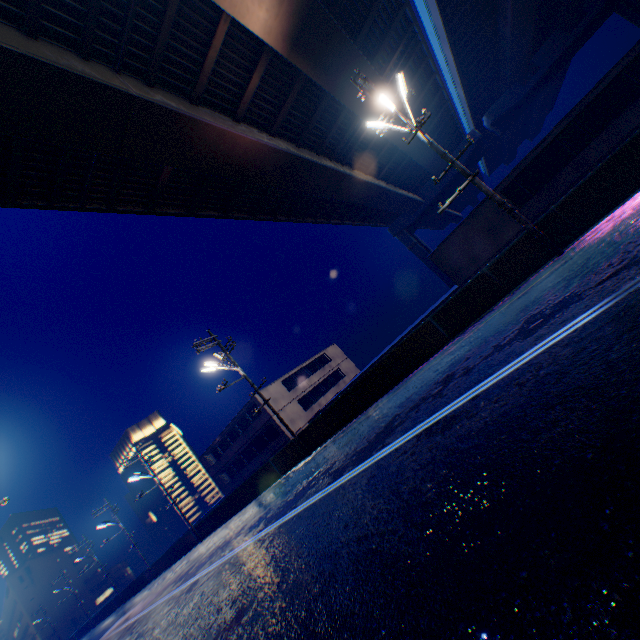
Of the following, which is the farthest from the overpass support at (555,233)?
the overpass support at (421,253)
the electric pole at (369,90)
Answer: the overpass support at (421,253)

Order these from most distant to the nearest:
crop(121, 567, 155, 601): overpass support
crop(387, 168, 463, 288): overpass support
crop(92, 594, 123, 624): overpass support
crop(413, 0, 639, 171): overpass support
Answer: crop(387, 168, 463, 288): overpass support
crop(92, 594, 123, 624): overpass support
crop(121, 567, 155, 601): overpass support
crop(413, 0, 639, 171): overpass support

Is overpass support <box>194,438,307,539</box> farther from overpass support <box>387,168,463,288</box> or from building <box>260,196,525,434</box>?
building <box>260,196,525,434</box>

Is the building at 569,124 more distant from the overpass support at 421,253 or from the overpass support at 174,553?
the overpass support at 421,253

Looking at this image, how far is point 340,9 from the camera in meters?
14.2

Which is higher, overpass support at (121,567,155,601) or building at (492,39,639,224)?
building at (492,39,639,224)

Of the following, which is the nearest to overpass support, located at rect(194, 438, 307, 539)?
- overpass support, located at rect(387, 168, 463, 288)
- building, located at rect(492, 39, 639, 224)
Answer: overpass support, located at rect(387, 168, 463, 288)

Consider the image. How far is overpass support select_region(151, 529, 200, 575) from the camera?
27.89m
